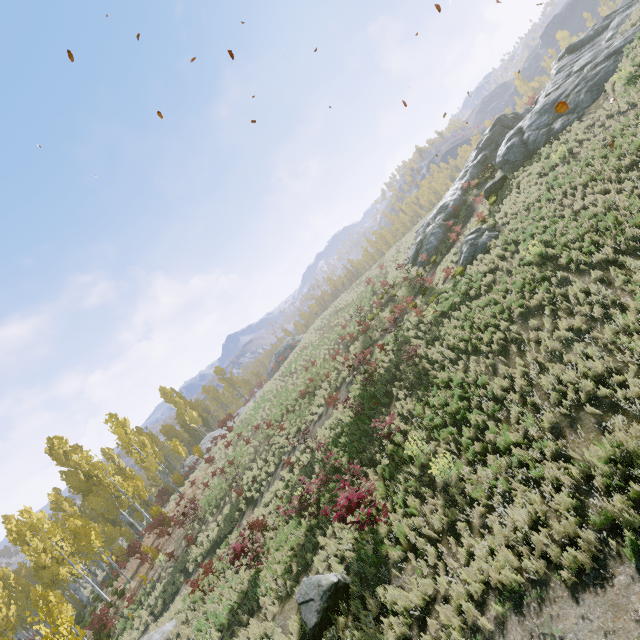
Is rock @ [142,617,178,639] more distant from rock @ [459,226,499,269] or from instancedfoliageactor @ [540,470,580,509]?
rock @ [459,226,499,269]

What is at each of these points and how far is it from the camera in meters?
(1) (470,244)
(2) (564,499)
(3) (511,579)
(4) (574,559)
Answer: (1) rock, 18.4
(2) instancedfoliageactor, 6.4
(3) instancedfoliageactor, 6.0
(4) instancedfoliageactor, 5.6

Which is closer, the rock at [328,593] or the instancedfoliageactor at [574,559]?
the instancedfoliageactor at [574,559]

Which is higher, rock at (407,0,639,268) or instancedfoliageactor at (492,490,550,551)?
rock at (407,0,639,268)

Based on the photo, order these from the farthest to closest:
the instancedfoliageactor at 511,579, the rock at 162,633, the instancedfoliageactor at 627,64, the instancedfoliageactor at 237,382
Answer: the instancedfoliageactor at 237,382, the instancedfoliageactor at 627,64, the rock at 162,633, the instancedfoliageactor at 511,579

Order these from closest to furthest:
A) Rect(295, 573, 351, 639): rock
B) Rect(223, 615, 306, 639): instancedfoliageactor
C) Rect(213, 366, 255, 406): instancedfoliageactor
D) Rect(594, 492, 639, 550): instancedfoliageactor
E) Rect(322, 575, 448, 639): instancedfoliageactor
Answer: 1. Rect(594, 492, 639, 550): instancedfoliageactor
2. Rect(322, 575, 448, 639): instancedfoliageactor
3. Rect(295, 573, 351, 639): rock
4. Rect(223, 615, 306, 639): instancedfoliageactor
5. Rect(213, 366, 255, 406): instancedfoliageactor

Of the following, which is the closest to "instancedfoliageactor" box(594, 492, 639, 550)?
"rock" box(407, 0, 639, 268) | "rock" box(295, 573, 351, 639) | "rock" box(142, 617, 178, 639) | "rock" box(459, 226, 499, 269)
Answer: "rock" box(142, 617, 178, 639)
